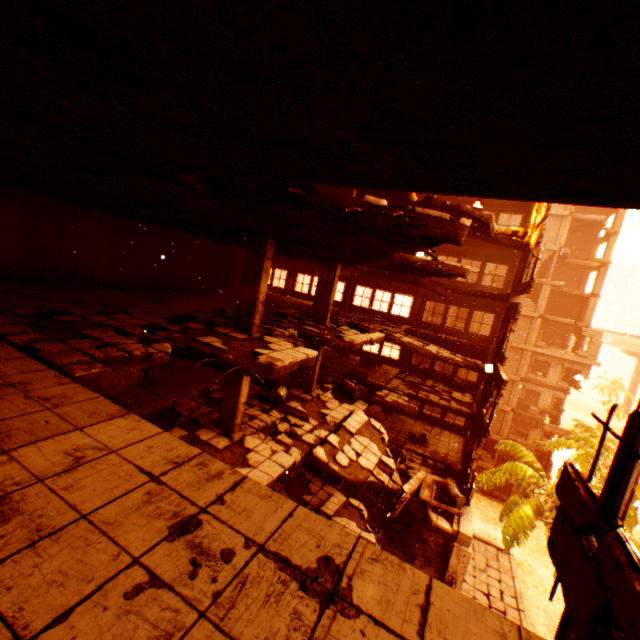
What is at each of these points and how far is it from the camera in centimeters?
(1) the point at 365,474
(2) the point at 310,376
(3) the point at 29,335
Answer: (1) floor rubble, 954cm
(2) pillar, 1373cm
(3) floor rubble, 536cm

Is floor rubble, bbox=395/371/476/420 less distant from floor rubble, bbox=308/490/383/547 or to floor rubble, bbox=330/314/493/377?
floor rubble, bbox=330/314/493/377

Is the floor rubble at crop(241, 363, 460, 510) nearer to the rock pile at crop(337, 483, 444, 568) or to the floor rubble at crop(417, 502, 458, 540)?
the floor rubble at crop(417, 502, 458, 540)

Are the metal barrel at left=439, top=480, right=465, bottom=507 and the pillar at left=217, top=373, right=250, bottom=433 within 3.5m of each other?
no

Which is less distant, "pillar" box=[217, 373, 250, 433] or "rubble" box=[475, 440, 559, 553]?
"pillar" box=[217, 373, 250, 433]

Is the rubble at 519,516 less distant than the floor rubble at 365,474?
No

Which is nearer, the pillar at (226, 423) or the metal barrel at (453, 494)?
the pillar at (226, 423)

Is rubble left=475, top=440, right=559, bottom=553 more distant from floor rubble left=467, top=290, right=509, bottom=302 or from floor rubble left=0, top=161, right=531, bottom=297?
floor rubble left=467, top=290, right=509, bottom=302
